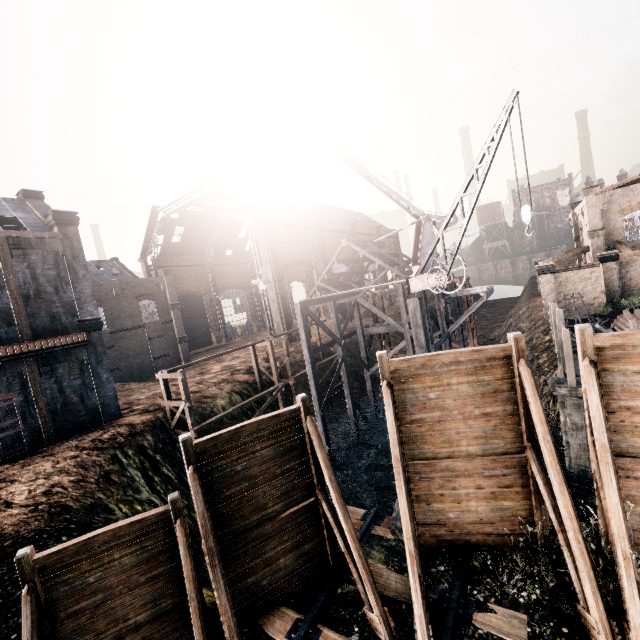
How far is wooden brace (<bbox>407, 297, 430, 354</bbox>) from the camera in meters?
17.0

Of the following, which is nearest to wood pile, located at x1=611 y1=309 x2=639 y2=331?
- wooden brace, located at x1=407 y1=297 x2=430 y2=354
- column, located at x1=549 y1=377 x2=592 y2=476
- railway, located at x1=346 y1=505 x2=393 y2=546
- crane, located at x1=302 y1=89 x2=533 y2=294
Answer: column, located at x1=549 y1=377 x2=592 y2=476

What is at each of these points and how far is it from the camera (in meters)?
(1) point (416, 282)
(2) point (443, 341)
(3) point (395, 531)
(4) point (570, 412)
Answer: (1) crane, 17.17
(2) wooden scaffolding, 19.45
(3) column, 9.48
(4) column, 15.96

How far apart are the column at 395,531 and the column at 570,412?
10.62m

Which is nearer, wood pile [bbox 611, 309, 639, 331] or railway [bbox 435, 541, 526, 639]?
railway [bbox 435, 541, 526, 639]

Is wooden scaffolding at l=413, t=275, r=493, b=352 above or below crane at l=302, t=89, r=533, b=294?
below

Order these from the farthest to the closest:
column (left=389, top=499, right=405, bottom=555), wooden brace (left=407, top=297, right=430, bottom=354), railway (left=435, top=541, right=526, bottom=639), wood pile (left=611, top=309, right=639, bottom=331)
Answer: wood pile (left=611, top=309, right=639, bottom=331)
wooden brace (left=407, top=297, right=430, bottom=354)
column (left=389, top=499, right=405, bottom=555)
railway (left=435, top=541, right=526, bottom=639)

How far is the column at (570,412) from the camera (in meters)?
15.73
